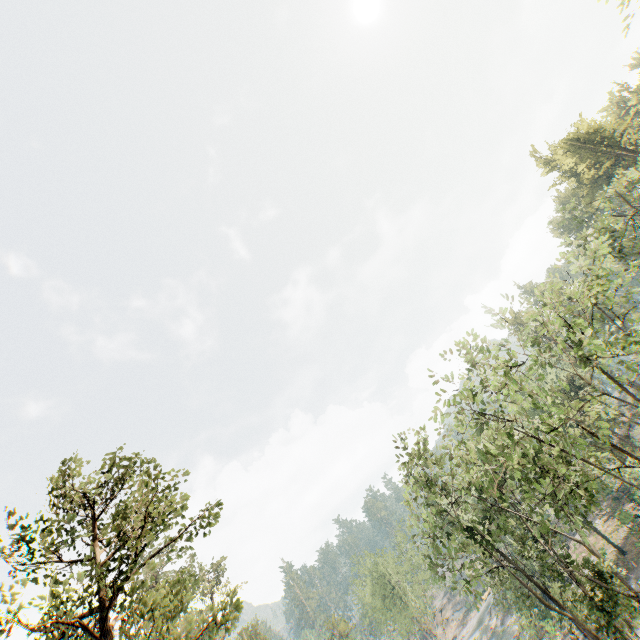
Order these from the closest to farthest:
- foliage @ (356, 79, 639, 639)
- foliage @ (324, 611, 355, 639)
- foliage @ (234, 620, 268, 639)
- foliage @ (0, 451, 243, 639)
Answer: foliage @ (0, 451, 243, 639) → foliage @ (356, 79, 639, 639) → foliage @ (234, 620, 268, 639) → foliage @ (324, 611, 355, 639)

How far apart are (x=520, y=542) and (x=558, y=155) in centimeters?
4340cm

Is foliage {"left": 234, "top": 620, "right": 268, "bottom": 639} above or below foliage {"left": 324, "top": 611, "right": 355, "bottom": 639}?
above

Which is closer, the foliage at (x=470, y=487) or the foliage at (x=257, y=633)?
the foliage at (x=470, y=487)

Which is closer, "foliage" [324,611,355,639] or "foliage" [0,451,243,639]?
"foliage" [0,451,243,639]

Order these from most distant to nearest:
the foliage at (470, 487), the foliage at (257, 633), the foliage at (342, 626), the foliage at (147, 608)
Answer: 1. the foliage at (342, 626)
2. the foliage at (257, 633)
3. the foliage at (470, 487)
4. the foliage at (147, 608)
